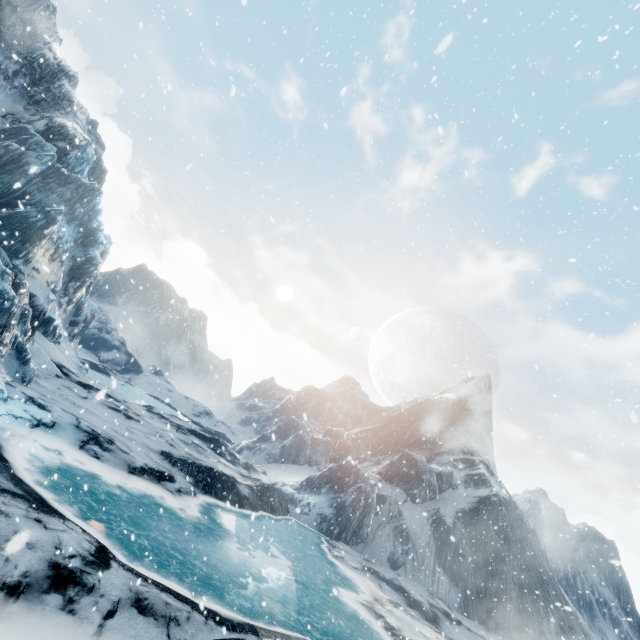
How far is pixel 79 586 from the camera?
5.36m
